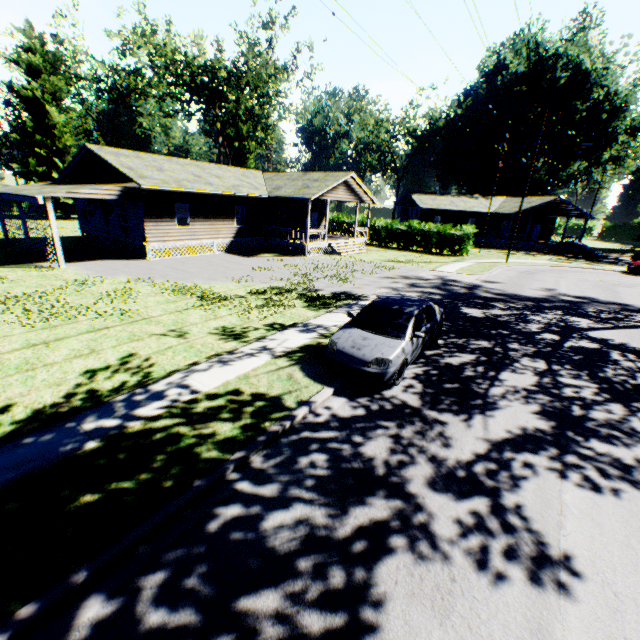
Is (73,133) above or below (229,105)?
below

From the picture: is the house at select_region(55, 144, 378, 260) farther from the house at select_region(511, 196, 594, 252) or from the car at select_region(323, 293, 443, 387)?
the car at select_region(323, 293, 443, 387)

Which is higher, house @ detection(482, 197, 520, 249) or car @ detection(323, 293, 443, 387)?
house @ detection(482, 197, 520, 249)

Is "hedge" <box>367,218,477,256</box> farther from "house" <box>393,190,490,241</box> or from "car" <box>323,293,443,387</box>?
"car" <box>323,293,443,387</box>

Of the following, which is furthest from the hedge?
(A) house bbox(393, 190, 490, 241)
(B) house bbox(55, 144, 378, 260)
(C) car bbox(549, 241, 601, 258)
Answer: (C) car bbox(549, 241, 601, 258)

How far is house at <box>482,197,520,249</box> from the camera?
41.3 meters

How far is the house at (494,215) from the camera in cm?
4128
